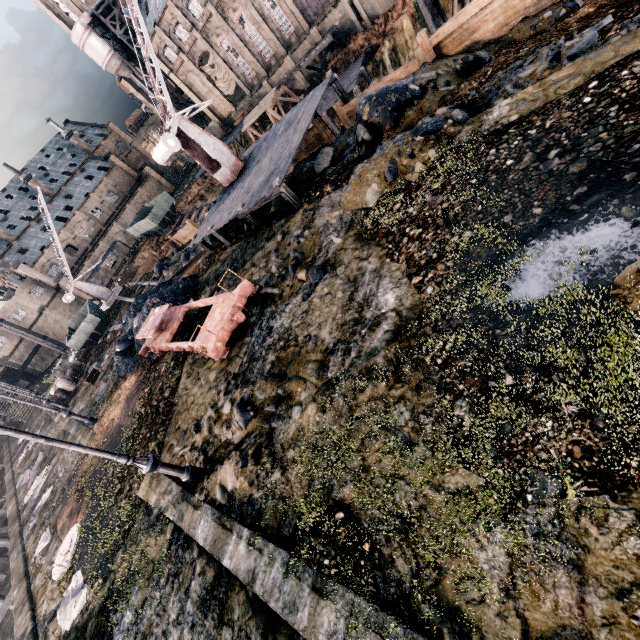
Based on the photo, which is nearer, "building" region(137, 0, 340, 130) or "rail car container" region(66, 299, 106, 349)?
"rail car container" region(66, 299, 106, 349)

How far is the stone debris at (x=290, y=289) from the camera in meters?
10.5 m

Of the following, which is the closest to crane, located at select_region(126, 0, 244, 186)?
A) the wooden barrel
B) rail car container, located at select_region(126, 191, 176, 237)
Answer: the wooden barrel

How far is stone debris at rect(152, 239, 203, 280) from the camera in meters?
25.9

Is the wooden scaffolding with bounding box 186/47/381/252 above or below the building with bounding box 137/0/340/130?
below

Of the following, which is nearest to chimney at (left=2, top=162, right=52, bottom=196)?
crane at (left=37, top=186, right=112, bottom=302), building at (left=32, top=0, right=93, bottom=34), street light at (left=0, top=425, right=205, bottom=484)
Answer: building at (left=32, top=0, right=93, bottom=34)

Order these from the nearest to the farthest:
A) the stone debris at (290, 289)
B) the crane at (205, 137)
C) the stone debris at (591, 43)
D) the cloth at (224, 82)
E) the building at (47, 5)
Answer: the stone debris at (591, 43)
the stone debris at (290, 289)
the crane at (205, 137)
the cloth at (224, 82)
the building at (47, 5)

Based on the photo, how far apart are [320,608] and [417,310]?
5.4 meters
